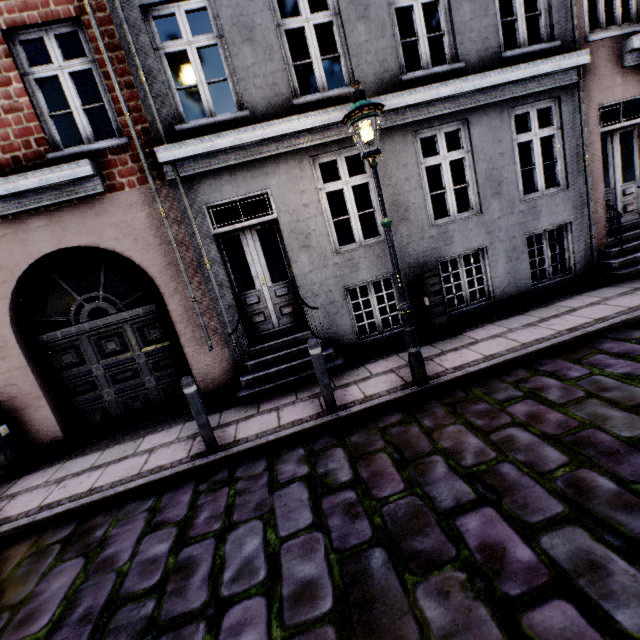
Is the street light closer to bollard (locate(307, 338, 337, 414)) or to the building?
bollard (locate(307, 338, 337, 414))

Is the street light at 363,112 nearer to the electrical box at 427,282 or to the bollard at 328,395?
the bollard at 328,395

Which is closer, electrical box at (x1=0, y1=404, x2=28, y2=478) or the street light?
the street light

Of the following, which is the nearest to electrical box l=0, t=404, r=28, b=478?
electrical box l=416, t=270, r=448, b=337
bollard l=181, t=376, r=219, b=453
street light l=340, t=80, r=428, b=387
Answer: bollard l=181, t=376, r=219, b=453

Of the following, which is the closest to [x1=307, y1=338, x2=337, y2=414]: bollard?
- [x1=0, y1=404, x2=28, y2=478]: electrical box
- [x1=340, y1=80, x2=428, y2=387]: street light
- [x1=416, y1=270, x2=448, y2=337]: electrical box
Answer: [x1=340, y1=80, x2=428, y2=387]: street light

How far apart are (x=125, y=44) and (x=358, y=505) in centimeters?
719cm

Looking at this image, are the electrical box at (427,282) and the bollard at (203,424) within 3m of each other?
no

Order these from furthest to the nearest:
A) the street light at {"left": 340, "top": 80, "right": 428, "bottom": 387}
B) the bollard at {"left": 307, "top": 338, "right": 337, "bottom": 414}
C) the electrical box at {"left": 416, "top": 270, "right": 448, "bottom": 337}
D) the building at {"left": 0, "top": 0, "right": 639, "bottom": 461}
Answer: the electrical box at {"left": 416, "top": 270, "right": 448, "bottom": 337} < the building at {"left": 0, "top": 0, "right": 639, "bottom": 461} < the bollard at {"left": 307, "top": 338, "right": 337, "bottom": 414} < the street light at {"left": 340, "top": 80, "right": 428, "bottom": 387}
